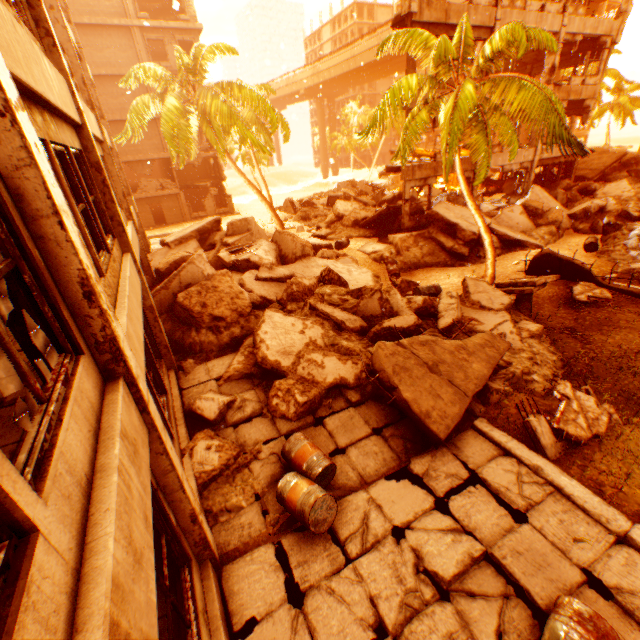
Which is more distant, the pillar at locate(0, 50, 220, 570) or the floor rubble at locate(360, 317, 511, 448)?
the floor rubble at locate(360, 317, 511, 448)

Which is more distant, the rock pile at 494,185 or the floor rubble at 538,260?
the rock pile at 494,185

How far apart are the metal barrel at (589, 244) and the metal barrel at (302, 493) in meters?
16.1

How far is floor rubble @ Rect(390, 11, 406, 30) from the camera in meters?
13.5 m

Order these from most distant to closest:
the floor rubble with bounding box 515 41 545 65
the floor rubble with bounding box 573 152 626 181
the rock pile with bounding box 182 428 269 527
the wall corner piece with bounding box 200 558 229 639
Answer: the floor rubble with bounding box 573 152 626 181, the floor rubble with bounding box 515 41 545 65, the rock pile with bounding box 182 428 269 527, the wall corner piece with bounding box 200 558 229 639

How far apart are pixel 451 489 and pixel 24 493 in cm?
557

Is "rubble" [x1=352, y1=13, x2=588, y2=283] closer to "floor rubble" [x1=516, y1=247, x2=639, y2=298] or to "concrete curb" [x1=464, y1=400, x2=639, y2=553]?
"floor rubble" [x1=516, y1=247, x2=639, y2=298]

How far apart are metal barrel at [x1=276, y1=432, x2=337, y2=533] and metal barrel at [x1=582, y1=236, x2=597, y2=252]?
16.1 meters
